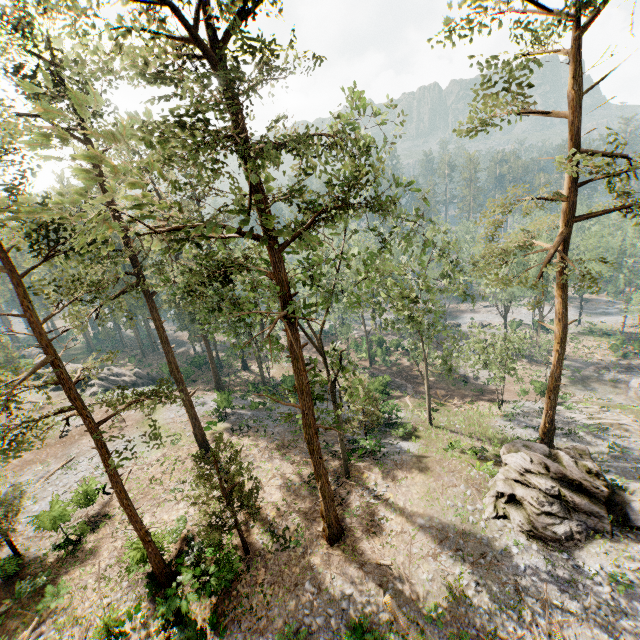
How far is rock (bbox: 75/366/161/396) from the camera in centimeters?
4137cm

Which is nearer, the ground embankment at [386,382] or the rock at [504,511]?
the rock at [504,511]

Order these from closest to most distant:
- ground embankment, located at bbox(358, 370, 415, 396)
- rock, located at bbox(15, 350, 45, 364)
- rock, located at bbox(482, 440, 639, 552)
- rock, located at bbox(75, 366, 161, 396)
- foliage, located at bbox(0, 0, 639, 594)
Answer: foliage, located at bbox(0, 0, 639, 594)
rock, located at bbox(482, 440, 639, 552)
ground embankment, located at bbox(358, 370, 415, 396)
rock, located at bbox(75, 366, 161, 396)
rock, located at bbox(15, 350, 45, 364)

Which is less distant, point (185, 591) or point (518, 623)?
point (518, 623)

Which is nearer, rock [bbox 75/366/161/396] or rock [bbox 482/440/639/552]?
rock [bbox 482/440/639/552]

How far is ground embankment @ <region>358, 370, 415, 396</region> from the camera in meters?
38.6

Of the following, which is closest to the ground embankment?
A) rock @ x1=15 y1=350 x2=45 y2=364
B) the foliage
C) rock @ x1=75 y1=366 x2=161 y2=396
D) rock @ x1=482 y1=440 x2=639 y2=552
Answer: the foliage

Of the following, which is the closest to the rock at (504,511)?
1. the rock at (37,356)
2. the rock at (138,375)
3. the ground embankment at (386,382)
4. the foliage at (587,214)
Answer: the foliage at (587,214)
